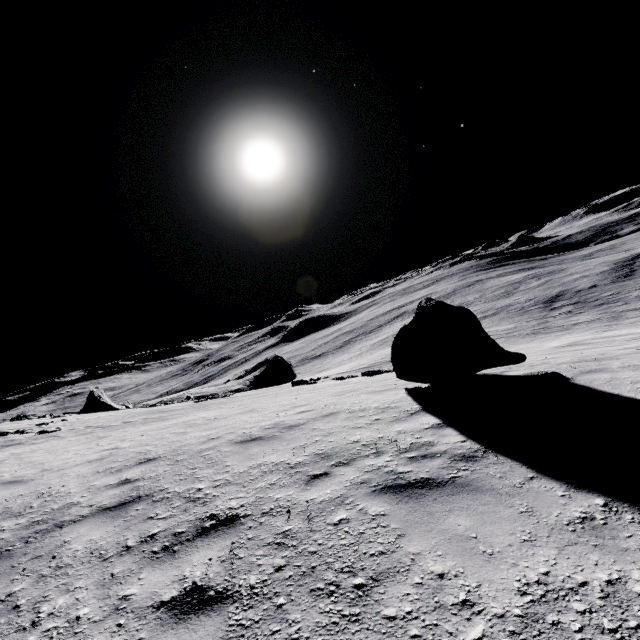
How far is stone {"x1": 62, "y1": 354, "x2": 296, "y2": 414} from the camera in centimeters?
2977cm

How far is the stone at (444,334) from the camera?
7.57m

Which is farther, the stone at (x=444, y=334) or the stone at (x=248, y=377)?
the stone at (x=248, y=377)

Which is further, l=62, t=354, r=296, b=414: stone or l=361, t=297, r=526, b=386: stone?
l=62, t=354, r=296, b=414: stone

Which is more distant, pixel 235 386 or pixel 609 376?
pixel 235 386

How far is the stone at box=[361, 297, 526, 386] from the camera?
7.57m
